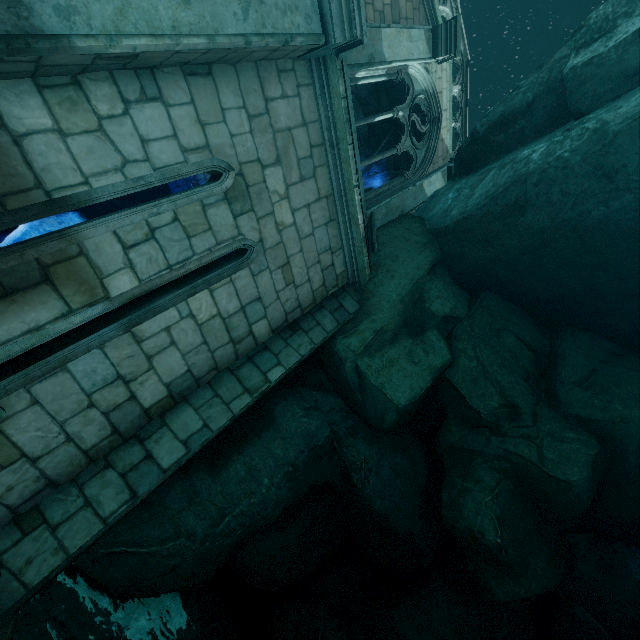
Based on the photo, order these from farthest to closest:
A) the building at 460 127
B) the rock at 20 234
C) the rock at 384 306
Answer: the rock at 20 234 < the rock at 384 306 < the building at 460 127

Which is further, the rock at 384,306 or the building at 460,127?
the rock at 384,306

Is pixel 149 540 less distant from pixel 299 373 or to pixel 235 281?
pixel 299 373

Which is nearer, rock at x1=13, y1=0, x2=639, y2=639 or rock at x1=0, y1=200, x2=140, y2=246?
rock at x1=13, y1=0, x2=639, y2=639

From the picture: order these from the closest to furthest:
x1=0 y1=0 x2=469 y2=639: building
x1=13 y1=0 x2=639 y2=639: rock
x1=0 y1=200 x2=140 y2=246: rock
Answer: x1=0 y1=0 x2=469 y2=639: building < x1=13 y1=0 x2=639 y2=639: rock < x1=0 y1=200 x2=140 y2=246: rock

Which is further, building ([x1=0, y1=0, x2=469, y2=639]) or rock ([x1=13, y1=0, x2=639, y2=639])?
rock ([x1=13, y1=0, x2=639, y2=639])
